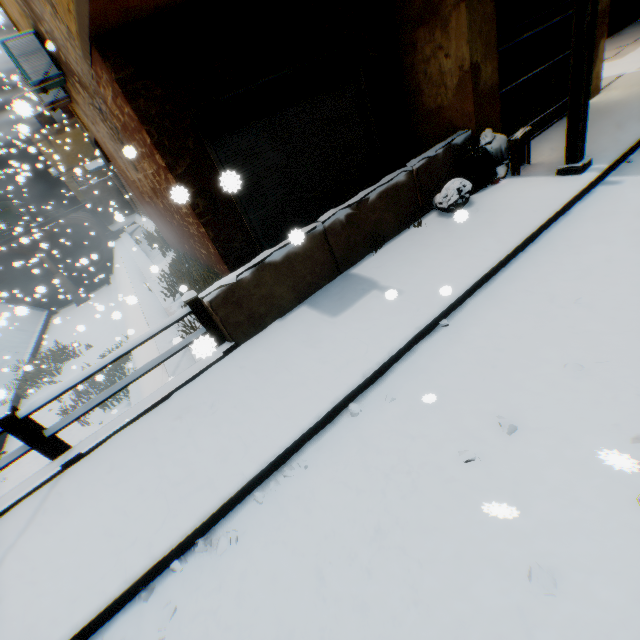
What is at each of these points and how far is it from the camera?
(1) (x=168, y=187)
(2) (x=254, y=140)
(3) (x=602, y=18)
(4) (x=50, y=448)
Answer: (1) building, 5.6 meters
(2) rolling overhead door, 5.4 meters
(3) building, 6.9 meters
(4) bridge, 3.9 meters

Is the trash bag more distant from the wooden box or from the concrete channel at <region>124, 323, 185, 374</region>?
the concrete channel at <region>124, 323, 185, 374</region>

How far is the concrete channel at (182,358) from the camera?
1.9 meters

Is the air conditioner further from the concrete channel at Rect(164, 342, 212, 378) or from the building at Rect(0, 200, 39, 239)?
the building at Rect(0, 200, 39, 239)

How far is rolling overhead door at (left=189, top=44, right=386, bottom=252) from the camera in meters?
5.1 m

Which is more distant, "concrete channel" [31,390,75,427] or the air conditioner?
"concrete channel" [31,390,75,427]

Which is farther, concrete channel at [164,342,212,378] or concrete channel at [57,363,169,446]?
concrete channel at [57,363,169,446]

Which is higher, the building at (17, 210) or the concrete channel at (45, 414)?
the building at (17, 210)
